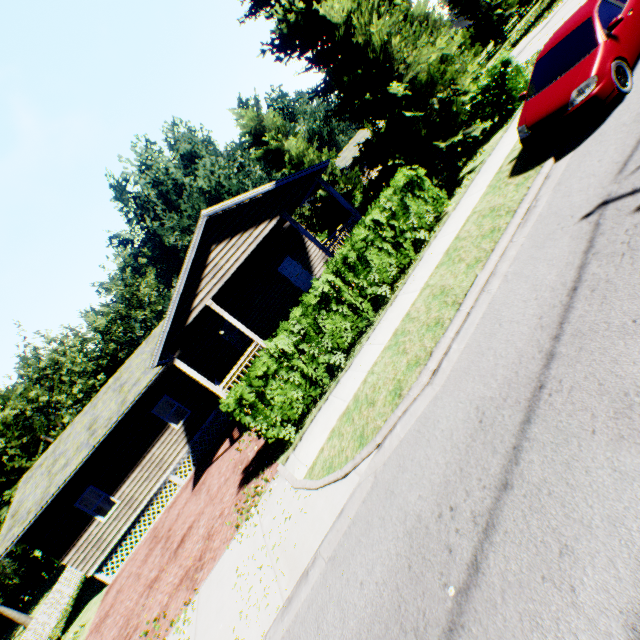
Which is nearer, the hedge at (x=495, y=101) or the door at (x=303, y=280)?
the hedge at (x=495, y=101)

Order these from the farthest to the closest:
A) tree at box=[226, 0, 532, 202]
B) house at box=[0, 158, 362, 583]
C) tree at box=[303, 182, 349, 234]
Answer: tree at box=[303, 182, 349, 234] → house at box=[0, 158, 362, 583] → tree at box=[226, 0, 532, 202]

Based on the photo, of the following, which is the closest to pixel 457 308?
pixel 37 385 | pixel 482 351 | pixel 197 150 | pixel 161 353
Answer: pixel 482 351

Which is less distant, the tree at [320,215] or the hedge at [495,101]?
the hedge at [495,101]

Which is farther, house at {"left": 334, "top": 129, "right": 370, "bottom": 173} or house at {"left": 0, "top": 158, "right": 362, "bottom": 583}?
house at {"left": 334, "top": 129, "right": 370, "bottom": 173}

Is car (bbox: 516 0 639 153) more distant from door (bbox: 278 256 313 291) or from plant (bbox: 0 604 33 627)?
plant (bbox: 0 604 33 627)

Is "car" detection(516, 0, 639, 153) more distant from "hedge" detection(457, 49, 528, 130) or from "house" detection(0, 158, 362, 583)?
"house" detection(0, 158, 362, 583)

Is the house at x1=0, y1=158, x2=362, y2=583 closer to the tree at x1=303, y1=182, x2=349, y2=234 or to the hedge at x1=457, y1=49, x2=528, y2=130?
the tree at x1=303, y1=182, x2=349, y2=234
